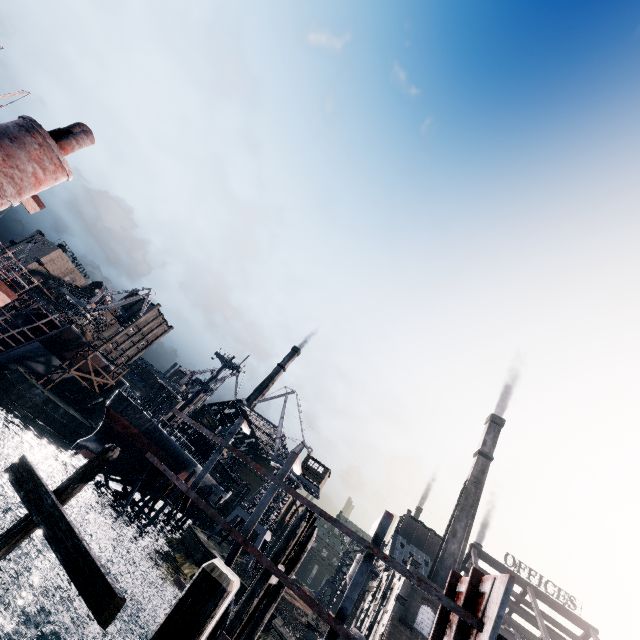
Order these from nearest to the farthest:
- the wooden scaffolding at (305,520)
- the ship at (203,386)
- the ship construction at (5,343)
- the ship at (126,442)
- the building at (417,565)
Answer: the wooden scaffolding at (305,520) < the ship at (126,442) < the building at (417,565) < the ship construction at (5,343) < the ship at (203,386)

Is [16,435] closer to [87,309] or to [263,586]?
[87,309]

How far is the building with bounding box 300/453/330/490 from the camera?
53.5m

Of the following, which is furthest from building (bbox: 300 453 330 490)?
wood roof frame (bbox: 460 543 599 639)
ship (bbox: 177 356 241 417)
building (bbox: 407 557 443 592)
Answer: wood roof frame (bbox: 460 543 599 639)

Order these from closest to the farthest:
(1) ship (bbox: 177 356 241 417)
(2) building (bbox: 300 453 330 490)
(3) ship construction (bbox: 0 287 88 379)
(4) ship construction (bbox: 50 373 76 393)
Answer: (3) ship construction (bbox: 0 287 88 379)
(2) building (bbox: 300 453 330 490)
(1) ship (bbox: 177 356 241 417)
(4) ship construction (bbox: 50 373 76 393)

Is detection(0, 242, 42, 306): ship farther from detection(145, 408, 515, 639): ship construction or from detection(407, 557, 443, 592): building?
detection(407, 557, 443, 592): building

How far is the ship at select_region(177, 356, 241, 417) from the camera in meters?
54.5

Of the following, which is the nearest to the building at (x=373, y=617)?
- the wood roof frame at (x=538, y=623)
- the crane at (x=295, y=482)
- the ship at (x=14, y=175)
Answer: the wood roof frame at (x=538, y=623)
